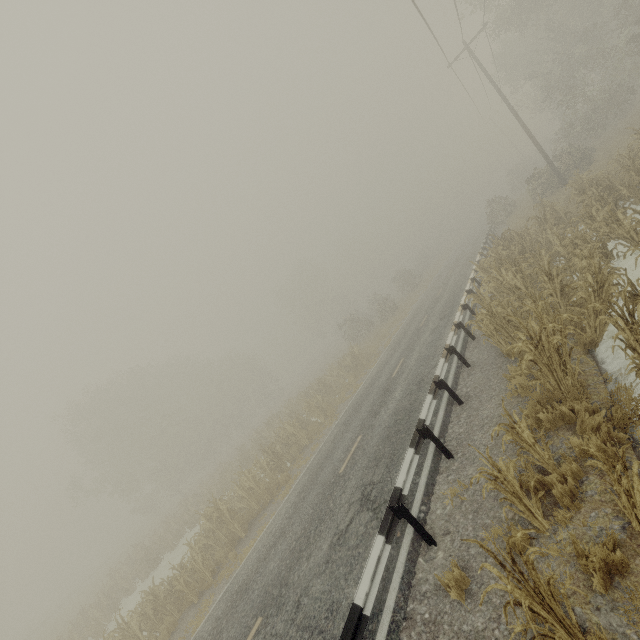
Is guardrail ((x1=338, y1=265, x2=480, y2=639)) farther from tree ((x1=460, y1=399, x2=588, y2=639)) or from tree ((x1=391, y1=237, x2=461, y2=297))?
tree ((x1=391, y1=237, x2=461, y2=297))

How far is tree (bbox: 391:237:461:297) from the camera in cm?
4031

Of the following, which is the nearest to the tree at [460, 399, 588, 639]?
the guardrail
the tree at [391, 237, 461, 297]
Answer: the guardrail

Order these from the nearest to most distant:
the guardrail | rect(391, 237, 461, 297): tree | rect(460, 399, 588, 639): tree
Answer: rect(460, 399, 588, 639): tree → the guardrail → rect(391, 237, 461, 297): tree

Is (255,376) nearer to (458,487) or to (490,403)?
(490,403)

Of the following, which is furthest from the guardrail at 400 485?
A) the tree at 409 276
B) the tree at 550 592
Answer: the tree at 409 276

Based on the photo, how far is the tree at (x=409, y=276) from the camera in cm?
4031
